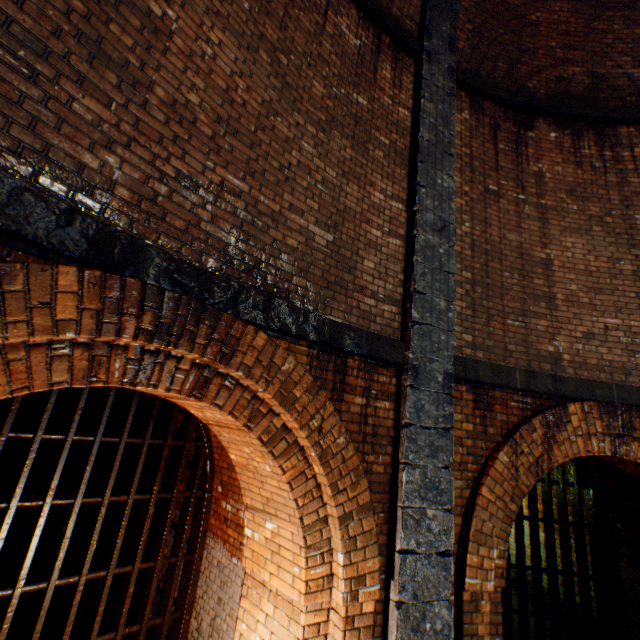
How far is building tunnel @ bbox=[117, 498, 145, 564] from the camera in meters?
6.5 m

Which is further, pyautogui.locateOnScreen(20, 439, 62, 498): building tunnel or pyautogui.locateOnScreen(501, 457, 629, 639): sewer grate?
pyautogui.locateOnScreen(20, 439, 62, 498): building tunnel

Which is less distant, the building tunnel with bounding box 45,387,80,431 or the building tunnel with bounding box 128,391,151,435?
the building tunnel with bounding box 128,391,151,435

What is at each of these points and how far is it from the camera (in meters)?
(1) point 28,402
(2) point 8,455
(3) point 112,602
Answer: (1) building tunnel, 12.44
(2) building tunnel, 12.02
(3) building tunnel, 5.91

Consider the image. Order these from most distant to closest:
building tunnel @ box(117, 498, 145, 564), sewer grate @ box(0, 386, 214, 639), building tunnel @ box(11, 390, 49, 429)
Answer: building tunnel @ box(11, 390, 49, 429)
building tunnel @ box(117, 498, 145, 564)
sewer grate @ box(0, 386, 214, 639)

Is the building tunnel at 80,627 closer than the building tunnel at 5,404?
Yes

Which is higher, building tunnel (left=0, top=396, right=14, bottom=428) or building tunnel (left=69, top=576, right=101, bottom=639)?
building tunnel (left=0, top=396, right=14, bottom=428)

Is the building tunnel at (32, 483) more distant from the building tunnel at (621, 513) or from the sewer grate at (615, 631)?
the building tunnel at (621, 513)
